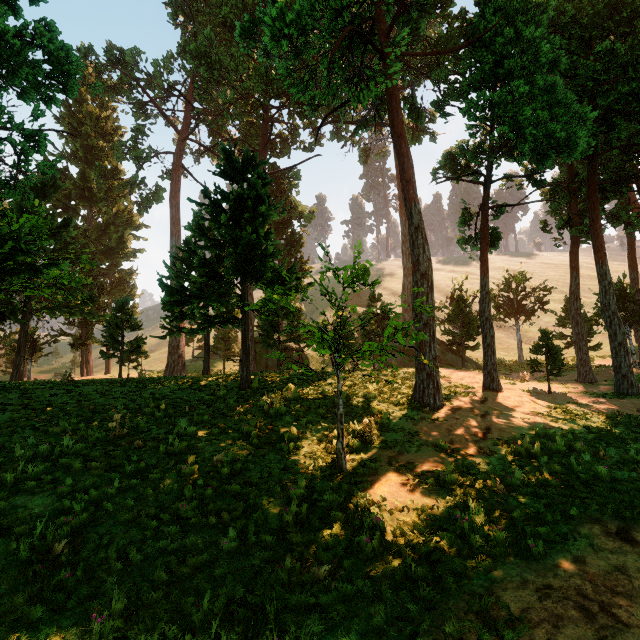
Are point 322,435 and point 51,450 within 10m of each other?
yes
